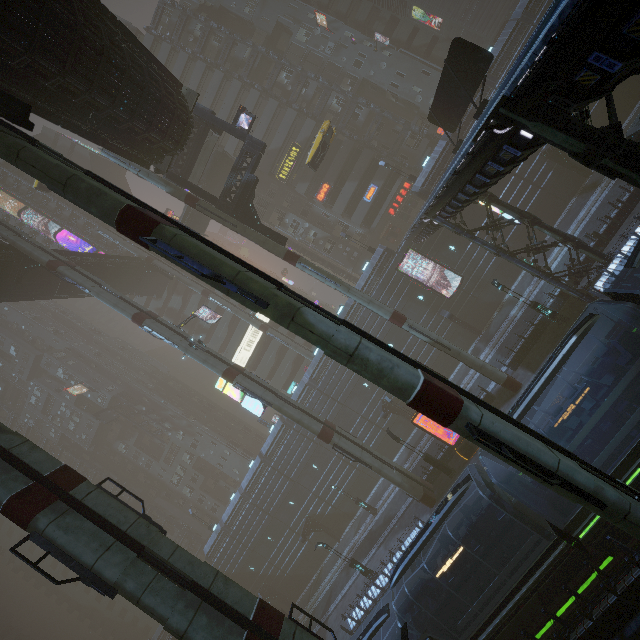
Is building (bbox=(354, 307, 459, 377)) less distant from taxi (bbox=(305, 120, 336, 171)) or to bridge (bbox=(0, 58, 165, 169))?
bridge (bbox=(0, 58, 165, 169))

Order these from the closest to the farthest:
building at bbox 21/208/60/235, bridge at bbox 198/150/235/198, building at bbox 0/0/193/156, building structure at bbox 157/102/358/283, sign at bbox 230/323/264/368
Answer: building at bbox 0/0/193/156 < building structure at bbox 157/102/358/283 < bridge at bbox 198/150/235/198 < sign at bbox 230/323/264/368 < building at bbox 21/208/60/235

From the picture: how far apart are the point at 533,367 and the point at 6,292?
44.8 meters

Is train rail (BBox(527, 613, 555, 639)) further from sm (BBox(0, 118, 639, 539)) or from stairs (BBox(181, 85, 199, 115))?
stairs (BBox(181, 85, 199, 115))

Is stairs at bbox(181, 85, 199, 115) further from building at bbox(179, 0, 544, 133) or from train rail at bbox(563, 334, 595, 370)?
train rail at bbox(563, 334, 595, 370)

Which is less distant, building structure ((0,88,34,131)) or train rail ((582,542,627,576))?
building structure ((0,88,34,131))

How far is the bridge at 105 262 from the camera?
35.44m

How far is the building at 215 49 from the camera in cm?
4716
